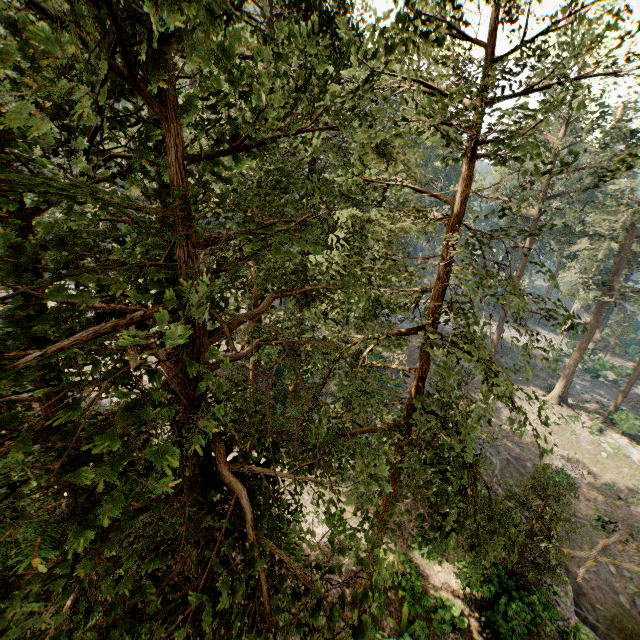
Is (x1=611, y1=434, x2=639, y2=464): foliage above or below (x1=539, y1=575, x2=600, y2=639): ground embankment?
below

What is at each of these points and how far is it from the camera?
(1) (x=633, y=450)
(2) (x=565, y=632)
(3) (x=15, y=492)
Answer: (1) foliage, 30.94m
(2) ground embankment, 15.12m
(3) foliage, 2.91m

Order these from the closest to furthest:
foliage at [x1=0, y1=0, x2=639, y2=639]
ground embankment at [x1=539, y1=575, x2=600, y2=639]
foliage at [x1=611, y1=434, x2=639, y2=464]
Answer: foliage at [x1=0, y1=0, x2=639, y2=639], ground embankment at [x1=539, y1=575, x2=600, y2=639], foliage at [x1=611, y1=434, x2=639, y2=464]

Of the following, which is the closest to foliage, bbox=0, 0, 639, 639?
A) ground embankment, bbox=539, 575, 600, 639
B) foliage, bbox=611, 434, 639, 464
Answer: foliage, bbox=611, 434, 639, 464

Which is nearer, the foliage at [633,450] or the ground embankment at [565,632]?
the ground embankment at [565,632]

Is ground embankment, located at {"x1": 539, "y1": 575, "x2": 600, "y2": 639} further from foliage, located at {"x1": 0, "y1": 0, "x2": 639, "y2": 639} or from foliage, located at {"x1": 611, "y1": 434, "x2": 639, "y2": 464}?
foliage, located at {"x1": 611, "y1": 434, "x2": 639, "y2": 464}

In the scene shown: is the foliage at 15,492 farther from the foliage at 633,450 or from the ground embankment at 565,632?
the ground embankment at 565,632
